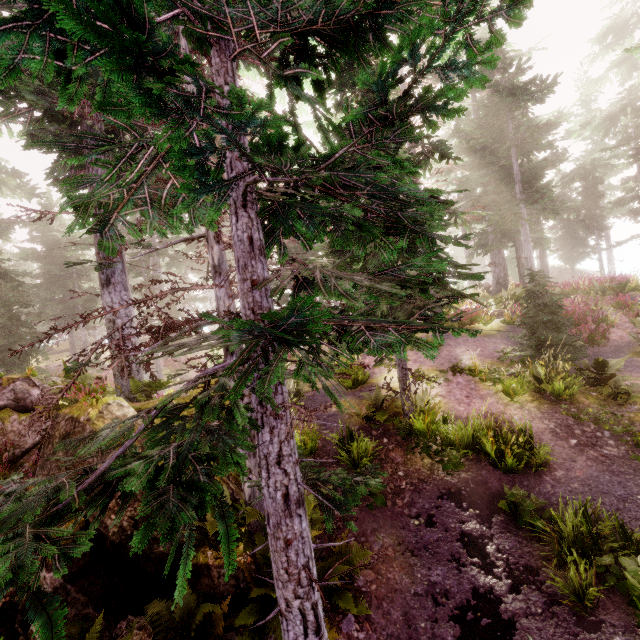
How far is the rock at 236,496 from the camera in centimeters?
649cm

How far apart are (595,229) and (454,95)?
36.9 meters

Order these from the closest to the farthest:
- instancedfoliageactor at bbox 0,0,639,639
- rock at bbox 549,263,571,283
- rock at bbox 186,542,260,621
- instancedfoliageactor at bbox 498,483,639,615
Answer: instancedfoliageactor at bbox 0,0,639,639, instancedfoliageactor at bbox 498,483,639,615, rock at bbox 186,542,260,621, rock at bbox 549,263,571,283

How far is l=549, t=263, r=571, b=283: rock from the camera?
38.1 meters

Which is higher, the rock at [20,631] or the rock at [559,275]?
the rock at [559,275]

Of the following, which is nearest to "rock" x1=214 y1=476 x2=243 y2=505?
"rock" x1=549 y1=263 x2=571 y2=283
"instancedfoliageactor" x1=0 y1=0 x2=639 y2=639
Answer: "instancedfoliageactor" x1=0 y1=0 x2=639 y2=639

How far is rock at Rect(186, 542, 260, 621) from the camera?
5.2m
